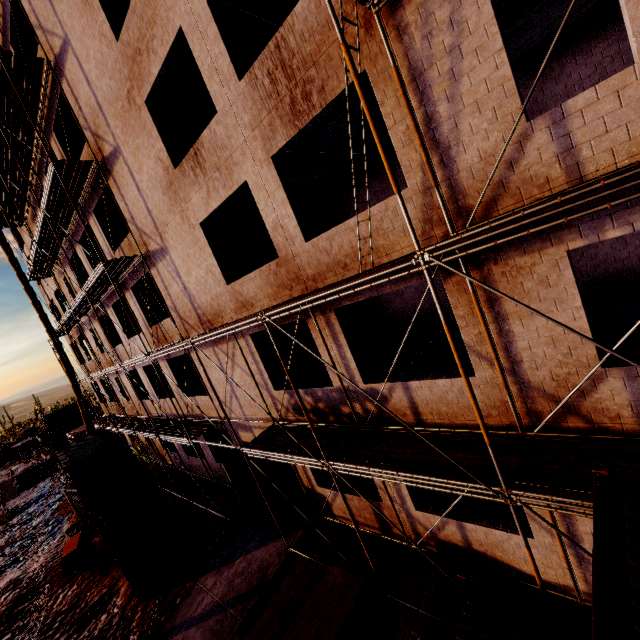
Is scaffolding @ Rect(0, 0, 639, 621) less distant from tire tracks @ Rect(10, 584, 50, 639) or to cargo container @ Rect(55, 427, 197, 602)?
cargo container @ Rect(55, 427, 197, 602)

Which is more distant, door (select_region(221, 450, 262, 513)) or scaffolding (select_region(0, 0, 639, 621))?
door (select_region(221, 450, 262, 513))

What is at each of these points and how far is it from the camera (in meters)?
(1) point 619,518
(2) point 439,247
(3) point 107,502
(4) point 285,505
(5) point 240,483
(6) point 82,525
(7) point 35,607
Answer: (1) cargo container, 3.28
(2) scaffolding, 4.55
(3) cargo container, 14.94
(4) door, 12.55
(5) door, 13.71
(6) dumpster, 18.44
(7) tire tracks, 14.22

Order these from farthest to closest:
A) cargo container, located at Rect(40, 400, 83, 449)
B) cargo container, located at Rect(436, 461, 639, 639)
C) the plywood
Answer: cargo container, located at Rect(40, 400, 83, 449)
the plywood
cargo container, located at Rect(436, 461, 639, 639)

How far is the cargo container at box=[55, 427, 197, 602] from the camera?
12.1 meters

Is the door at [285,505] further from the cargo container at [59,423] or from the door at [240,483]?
the cargo container at [59,423]

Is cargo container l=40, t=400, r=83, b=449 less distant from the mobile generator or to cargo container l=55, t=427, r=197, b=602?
cargo container l=55, t=427, r=197, b=602

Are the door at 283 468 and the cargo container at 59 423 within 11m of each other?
no
